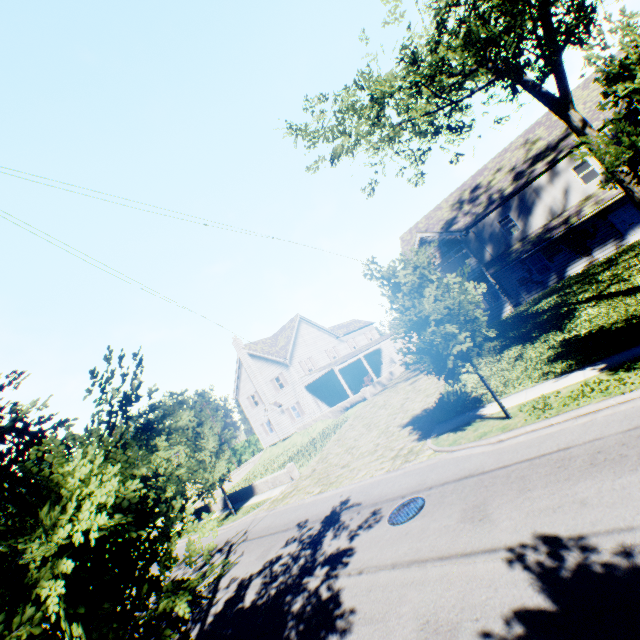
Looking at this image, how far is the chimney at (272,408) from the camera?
34.38m

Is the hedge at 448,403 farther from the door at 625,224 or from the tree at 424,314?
the door at 625,224

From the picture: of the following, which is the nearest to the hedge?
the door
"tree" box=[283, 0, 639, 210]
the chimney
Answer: "tree" box=[283, 0, 639, 210]

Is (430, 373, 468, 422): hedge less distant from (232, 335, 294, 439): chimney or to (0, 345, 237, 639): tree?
(0, 345, 237, 639): tree

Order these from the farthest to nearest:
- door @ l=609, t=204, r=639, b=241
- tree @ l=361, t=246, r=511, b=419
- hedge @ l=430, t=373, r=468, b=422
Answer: door @ l=609, t=204, r=639, b=241
hedge @ l=430, t=373, r=468, b=422
tree @ l=361, t=246, r=511, b=419

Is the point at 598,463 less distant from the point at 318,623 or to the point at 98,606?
the point at 318,623

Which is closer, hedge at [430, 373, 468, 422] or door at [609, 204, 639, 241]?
hedge at [430, 373, 468, 422]

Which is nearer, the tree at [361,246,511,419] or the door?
the tree at [361,246,511,419]
